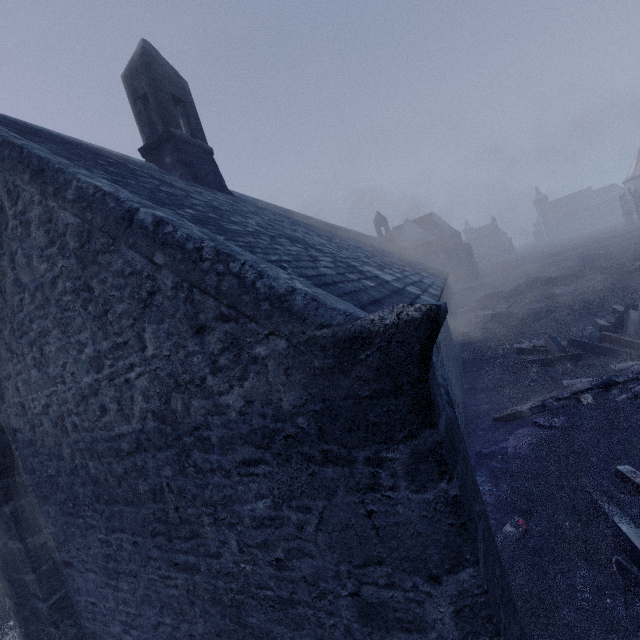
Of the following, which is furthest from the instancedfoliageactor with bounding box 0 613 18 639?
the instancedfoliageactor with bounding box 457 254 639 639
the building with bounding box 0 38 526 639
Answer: the instancedfoliageactor with bounding box 457 254 639 639

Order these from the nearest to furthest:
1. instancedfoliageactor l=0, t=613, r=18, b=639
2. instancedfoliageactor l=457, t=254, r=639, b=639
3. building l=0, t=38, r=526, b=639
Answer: building l=0, t=38, r=526, b=639
instancedfoliageactor l=457, t=254, r=639, b=639
instancedfoliageactor l=0, t=613, r=18, b=639

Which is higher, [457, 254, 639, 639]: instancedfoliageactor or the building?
the building

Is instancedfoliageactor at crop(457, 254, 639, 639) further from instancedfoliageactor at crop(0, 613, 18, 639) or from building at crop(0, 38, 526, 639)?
instancedfoliageactor at crop(0, 613, 18, 639)

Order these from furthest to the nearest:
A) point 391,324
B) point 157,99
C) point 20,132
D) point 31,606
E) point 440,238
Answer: point 440,238, point 157,99, point 20,132, point 31,606, point 391,324

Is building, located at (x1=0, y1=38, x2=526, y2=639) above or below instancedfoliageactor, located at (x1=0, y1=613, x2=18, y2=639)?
above

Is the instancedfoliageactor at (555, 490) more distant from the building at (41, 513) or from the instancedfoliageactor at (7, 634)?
the instancedfoliageactor at (7, 634)
